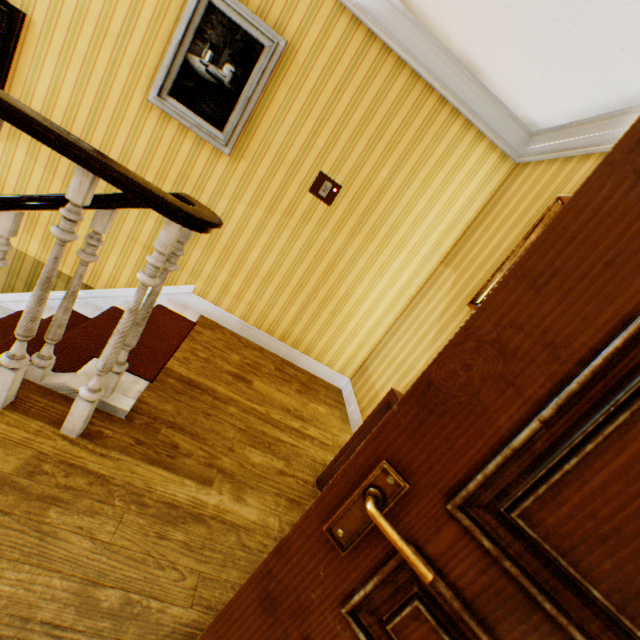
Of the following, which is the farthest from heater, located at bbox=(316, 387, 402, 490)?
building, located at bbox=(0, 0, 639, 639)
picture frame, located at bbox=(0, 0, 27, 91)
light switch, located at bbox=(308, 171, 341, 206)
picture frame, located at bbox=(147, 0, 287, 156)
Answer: picture frame, located at bbox=(0, 0, 27, 91)

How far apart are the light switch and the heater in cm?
190

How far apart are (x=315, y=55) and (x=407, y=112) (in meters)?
0.92

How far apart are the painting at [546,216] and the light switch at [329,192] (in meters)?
1.55

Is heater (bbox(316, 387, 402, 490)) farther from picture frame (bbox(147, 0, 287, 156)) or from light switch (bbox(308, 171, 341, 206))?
picture frame (bbox(147, 0, 287, 156))

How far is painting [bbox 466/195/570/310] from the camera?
2.3m

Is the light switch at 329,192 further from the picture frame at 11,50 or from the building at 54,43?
the picture frame at 11,50

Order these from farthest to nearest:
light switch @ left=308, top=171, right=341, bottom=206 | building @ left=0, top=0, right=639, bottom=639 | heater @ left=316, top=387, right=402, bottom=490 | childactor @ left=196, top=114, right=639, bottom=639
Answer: light switch @ left=308, top=171, right=341, bottom=206 → heater @ left=316, top=387, right=402, bottom=490 → building @ left=0, top=0, right=639, bottom=639 → childactor @ left=196, top=114, right=639, bottom=639
